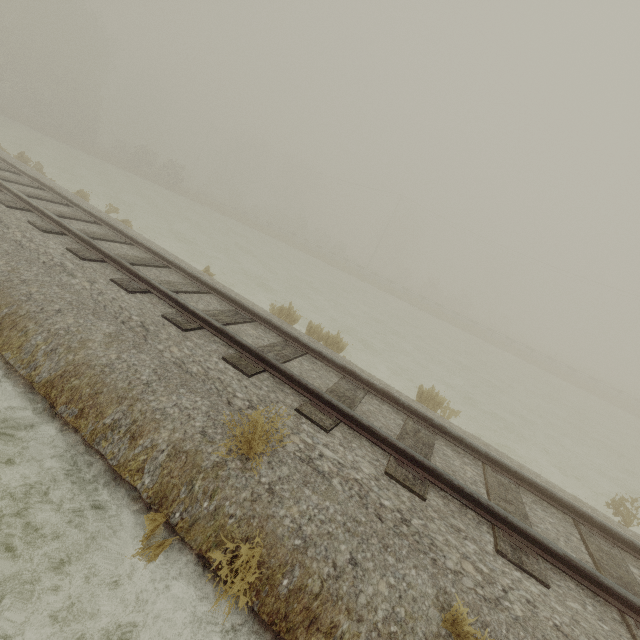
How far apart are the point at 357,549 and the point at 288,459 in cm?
115
